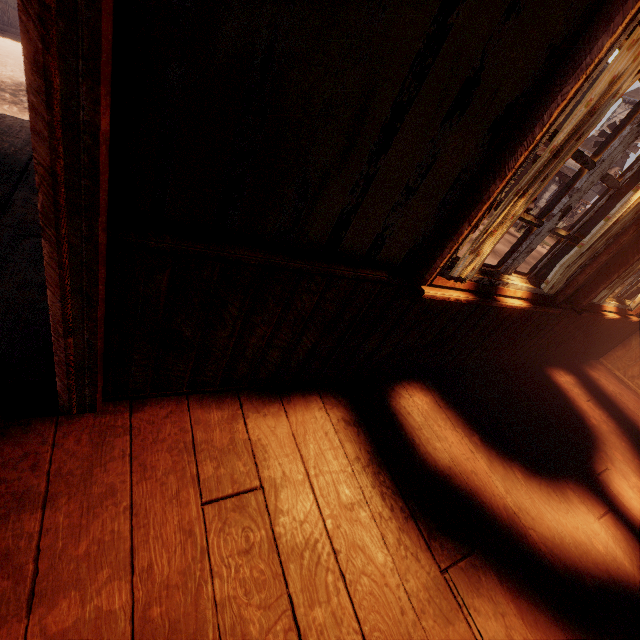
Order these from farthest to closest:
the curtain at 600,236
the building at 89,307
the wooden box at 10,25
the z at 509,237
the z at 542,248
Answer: the z at 542,248, the z at 509,237, the wooden box at 10,25, the curtain at 600,236, the building at 89,307

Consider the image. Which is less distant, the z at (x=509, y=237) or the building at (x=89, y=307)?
the building at (x=89, y=307)

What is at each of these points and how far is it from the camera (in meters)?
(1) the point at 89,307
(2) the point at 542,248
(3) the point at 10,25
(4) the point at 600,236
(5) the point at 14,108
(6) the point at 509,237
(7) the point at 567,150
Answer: (1) building, 1.01
(2) z, 18.94
(3) wooden box, 7.54
(4) curtain, 2.03
(5) z, 5.09
(6) z, 16.77
(7) curtain, 1.39

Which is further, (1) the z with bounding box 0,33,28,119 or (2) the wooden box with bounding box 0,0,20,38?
(2) the wooden box with bounding box 0,0,20,38

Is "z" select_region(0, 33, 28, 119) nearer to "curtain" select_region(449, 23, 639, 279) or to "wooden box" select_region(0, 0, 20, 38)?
"wooden box" select_region(0, 0, 20, 38)

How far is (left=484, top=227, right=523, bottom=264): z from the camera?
11.20m

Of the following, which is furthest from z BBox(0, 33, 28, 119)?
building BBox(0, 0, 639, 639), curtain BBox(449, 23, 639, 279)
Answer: curtain BBox(449, 23, 639, 279)
